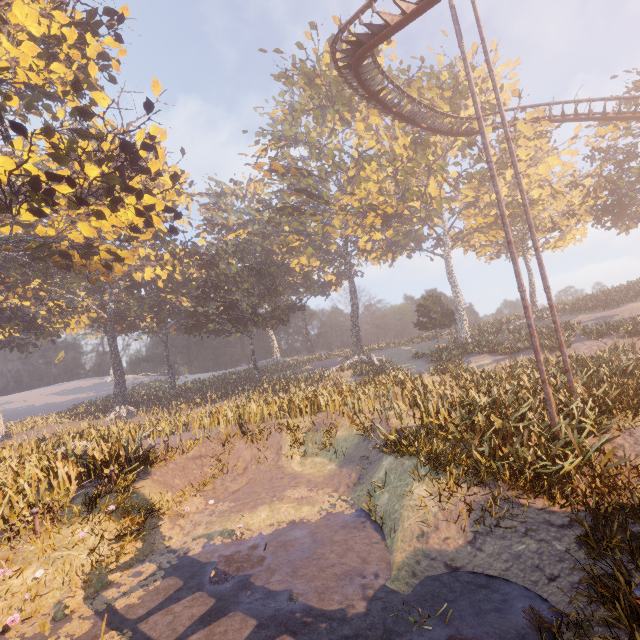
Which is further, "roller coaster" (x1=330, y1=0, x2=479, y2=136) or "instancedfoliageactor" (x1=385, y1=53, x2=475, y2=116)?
"instancedfoliageactor" (x1=385, y1=53, x2=475, y2=116)

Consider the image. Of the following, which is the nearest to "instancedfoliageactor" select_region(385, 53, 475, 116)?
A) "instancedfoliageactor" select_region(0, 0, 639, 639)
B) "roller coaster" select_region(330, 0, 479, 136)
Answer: "roller coaster" select_region(330, 0, 479, 136)

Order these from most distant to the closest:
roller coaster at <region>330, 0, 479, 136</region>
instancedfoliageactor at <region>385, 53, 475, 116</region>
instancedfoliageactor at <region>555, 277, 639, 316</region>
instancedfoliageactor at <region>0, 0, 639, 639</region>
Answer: instancedfoliageactor at <region>555, 277, 639, 316</region>, instancedfoliageactor at <region>385, 53, 475, 116</region>, roller coaster at <region>330, 0, 479, 136</region>, instancedfoliageactor at <region>0, 0, 639, 639</region>

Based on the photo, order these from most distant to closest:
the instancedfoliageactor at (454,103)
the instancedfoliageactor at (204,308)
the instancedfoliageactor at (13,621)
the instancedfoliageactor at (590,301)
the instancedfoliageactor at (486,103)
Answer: the instancedfoliageactor at (590,301)
the instancedfoliageactor at (486,103)
the instancedfoliageactor at (454,103)
the instancedfoliageactor at (204,308)
the instancedfoliageactor at (13,621)

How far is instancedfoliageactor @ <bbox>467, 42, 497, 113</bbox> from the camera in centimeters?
3203cm

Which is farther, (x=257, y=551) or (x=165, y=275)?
(x=165, y=275)

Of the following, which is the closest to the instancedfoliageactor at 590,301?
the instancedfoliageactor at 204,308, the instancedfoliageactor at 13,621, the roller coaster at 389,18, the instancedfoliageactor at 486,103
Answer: the instancedfoliageactor at 204,308
